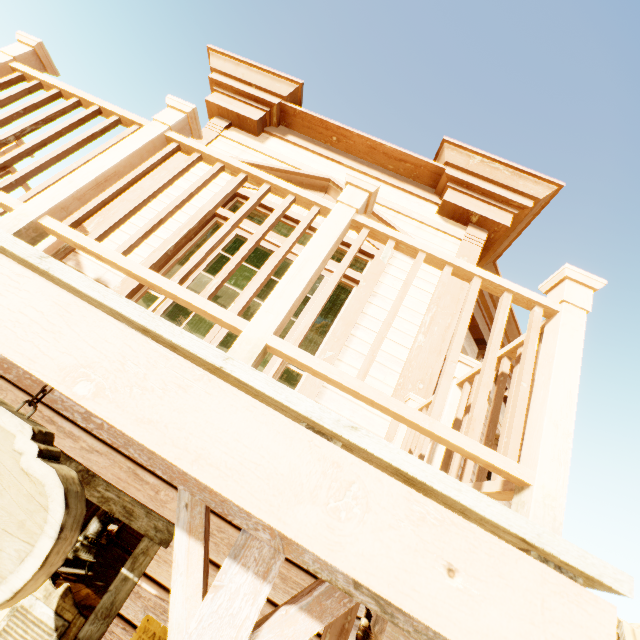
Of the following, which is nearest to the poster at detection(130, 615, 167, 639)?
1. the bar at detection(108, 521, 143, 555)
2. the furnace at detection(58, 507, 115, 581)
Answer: the furnace at detection(58, 507, 115, 581)

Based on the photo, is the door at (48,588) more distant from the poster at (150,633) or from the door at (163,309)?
the door at (163,309)

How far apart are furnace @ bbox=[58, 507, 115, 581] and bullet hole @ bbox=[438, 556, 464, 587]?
7.65m

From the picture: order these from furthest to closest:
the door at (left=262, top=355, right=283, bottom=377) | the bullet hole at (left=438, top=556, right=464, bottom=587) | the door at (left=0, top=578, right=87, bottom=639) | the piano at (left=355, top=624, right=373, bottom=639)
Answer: the piano at (left=355, top=624, right=373, bottom=639)
the door at (left=262, top=355, right=283, bottom=377)
the door at (left=0, top=578, right=87, bottom=639)
the bullet hole at (left=438, top=556, right=464, bottom=587)

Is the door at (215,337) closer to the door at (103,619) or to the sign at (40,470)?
the door at (103,619)

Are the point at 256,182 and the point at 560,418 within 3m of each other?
yes

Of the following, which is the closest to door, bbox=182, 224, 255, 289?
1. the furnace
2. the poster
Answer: the poster

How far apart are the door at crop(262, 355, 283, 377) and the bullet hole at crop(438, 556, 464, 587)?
2.35m
